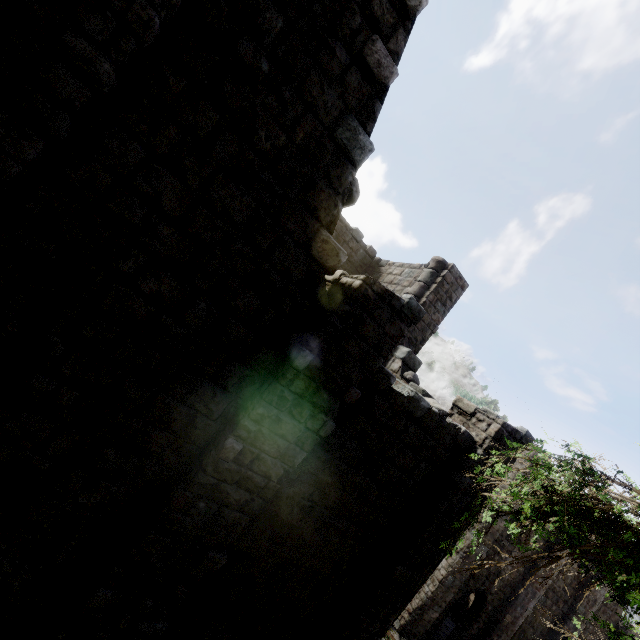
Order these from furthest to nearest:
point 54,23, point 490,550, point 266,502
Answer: point 490,550 → point 266,502 → point 54,23
